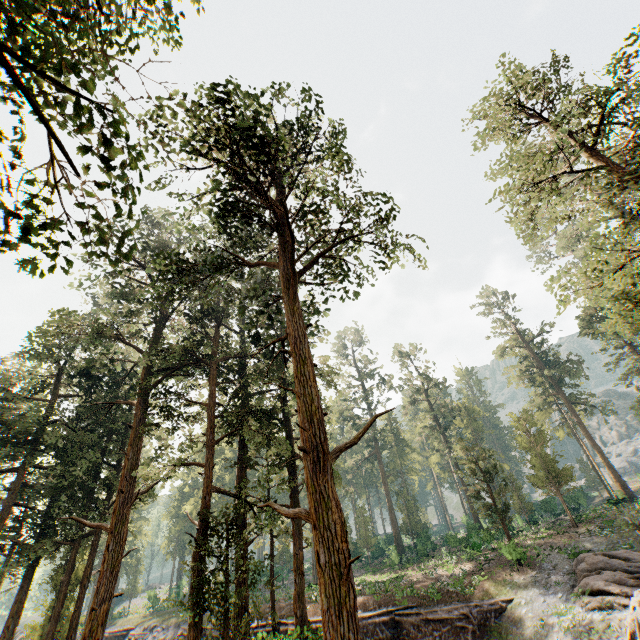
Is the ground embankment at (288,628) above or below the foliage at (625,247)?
below

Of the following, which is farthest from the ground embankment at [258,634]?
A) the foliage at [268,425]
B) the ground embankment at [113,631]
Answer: the ground embankment at [113,631]

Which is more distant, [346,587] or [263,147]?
[263,147]

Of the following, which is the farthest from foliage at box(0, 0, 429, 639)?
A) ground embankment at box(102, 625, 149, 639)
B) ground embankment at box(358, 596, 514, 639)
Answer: ground embankment at box(102, 625, 149, 639)

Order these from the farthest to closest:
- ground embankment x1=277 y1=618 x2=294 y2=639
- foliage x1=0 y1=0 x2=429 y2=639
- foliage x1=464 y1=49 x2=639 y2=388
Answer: ground embankment x1=277 y1=618 x2=294 y2=639, foliage x1=464 y1=49 x2=639 y2=388, foliage x1=0 y1=0 x2=429 y2=639

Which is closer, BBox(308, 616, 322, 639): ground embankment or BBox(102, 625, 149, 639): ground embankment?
BBox(308, 616, 322, 639): ground embankment
